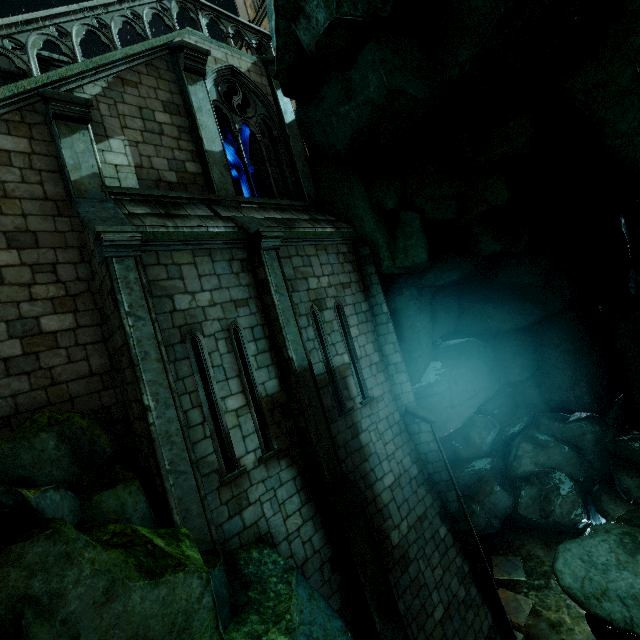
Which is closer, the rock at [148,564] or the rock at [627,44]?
the rock at [148,564]

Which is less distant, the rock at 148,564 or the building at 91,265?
the rock at 148,564

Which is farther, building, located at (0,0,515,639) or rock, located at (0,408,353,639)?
building, located at (0,0,515,639)

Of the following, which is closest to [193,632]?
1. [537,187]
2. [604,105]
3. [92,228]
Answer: [92,228]

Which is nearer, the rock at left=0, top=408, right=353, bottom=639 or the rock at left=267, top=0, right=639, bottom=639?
the rock at left=0, top=408, right=353, bottom=639
